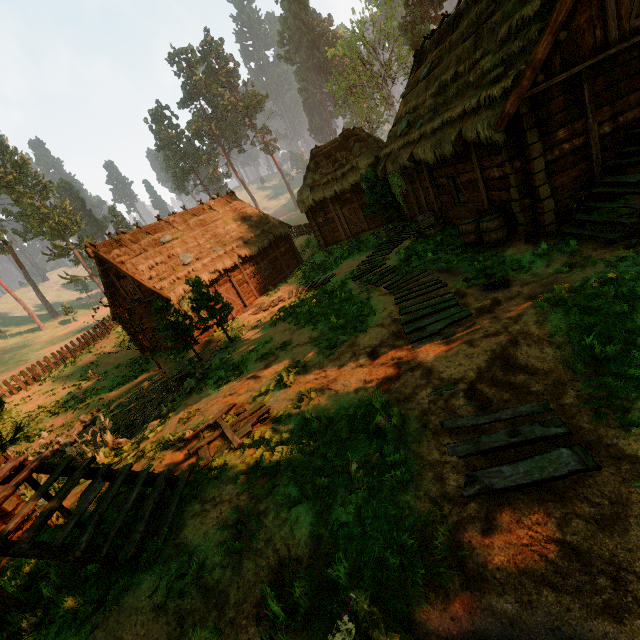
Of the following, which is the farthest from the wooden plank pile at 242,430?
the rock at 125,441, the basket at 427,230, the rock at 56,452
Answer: the basket at 427,230

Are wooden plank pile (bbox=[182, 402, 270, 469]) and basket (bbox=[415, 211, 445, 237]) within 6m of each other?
no

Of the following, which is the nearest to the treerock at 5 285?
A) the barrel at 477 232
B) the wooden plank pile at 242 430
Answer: the wooden plank pile at 242 430

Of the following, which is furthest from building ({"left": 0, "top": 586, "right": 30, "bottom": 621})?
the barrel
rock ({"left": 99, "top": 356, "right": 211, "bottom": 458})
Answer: rock ({"left": 99, "top": 356, "right": 211, "bottom": 458})

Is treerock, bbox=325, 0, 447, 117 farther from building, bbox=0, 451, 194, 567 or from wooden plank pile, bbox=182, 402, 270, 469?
wooden plank pile, bbox=182, 402, 270, 469

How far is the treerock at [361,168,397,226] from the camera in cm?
1831

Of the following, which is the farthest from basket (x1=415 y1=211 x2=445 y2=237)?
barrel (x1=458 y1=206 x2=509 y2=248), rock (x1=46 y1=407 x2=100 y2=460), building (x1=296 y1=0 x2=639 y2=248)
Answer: rock (x1=46 y1=407 x2=100 y2=460)

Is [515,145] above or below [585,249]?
above
